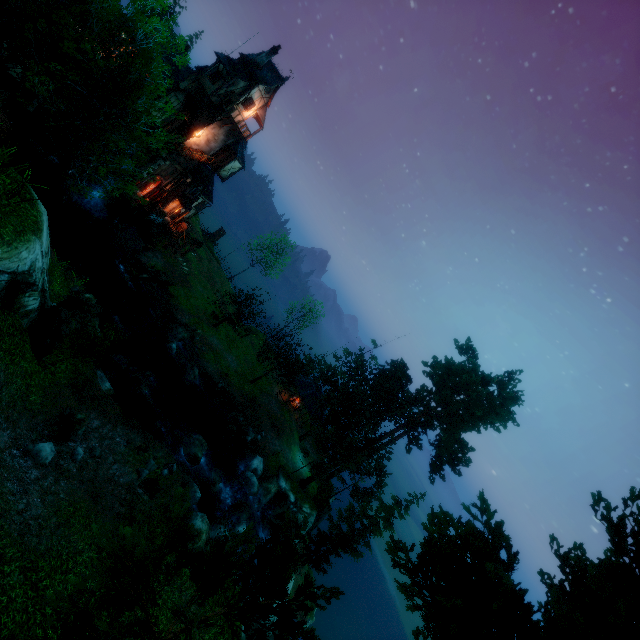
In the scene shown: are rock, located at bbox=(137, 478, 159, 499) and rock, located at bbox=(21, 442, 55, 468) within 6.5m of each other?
yes

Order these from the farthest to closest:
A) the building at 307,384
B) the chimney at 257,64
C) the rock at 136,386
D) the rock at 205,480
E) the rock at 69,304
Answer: the building at 307,384, the chimney at 257,64, the rock at 136,386, the rock at 69,304, the rock at 205,480

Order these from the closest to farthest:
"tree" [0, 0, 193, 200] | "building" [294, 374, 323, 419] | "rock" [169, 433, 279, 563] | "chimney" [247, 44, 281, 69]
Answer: "tree" [0, 0, 193, 200], "rock" [169, 433, 279, 563], "chimney" [247, 44, 281, 69], "building" [294, 374, 323, 419]

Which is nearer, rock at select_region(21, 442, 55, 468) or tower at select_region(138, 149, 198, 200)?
rock at select_region(21, 442, 55, 468)

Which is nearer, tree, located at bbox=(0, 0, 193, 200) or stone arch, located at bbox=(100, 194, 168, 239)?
tree, located at bbox=(0, 0, 193, 200)

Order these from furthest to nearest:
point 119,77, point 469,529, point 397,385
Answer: point 397,385 → point 119,77 → point 469,529

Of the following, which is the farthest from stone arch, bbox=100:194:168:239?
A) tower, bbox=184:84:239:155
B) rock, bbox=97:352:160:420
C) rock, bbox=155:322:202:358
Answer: rock, bbox=97:352:160:420

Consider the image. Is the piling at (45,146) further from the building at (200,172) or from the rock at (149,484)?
the rock at (149,484)
